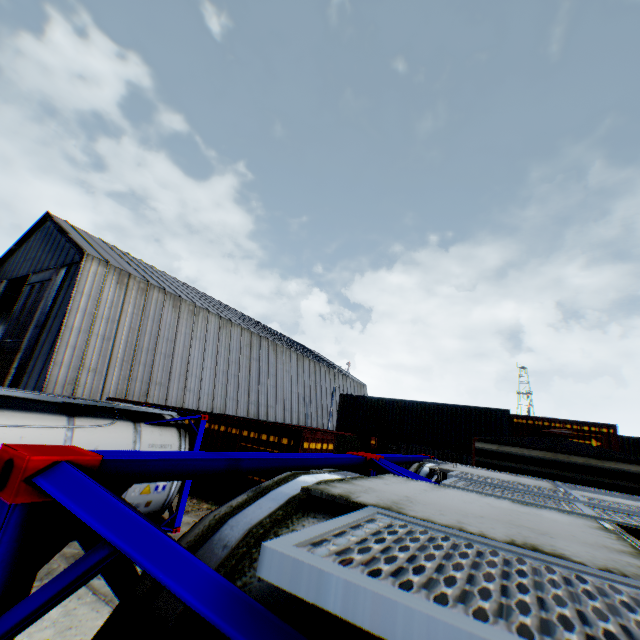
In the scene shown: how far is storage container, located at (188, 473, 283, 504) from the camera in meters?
10.7

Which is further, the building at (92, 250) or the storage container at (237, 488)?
the building at (92, 250)

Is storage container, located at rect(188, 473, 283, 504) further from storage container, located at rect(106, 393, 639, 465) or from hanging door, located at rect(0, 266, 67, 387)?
hanging door, located at rect(0, 266, 67, 387)

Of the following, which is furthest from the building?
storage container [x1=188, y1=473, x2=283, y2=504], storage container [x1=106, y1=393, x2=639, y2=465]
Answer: storage container [x1=106, y1=393, x2=639, y2=465]

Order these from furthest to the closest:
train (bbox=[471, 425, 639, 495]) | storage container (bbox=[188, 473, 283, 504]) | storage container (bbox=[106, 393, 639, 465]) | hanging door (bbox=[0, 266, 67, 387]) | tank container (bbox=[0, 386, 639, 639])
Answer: hanging door (bbox=[0, 266, 67, 387]) → storage container (bbox=[106, 393, 639, 465]) → storage container (bbox=[188, 473, 283, 504]) → train (bbox=[471, 425, 639, 495]) → tank container (bbox=[0, 386, 639, 639])

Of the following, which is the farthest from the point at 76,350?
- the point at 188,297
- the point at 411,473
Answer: the point at 411,473

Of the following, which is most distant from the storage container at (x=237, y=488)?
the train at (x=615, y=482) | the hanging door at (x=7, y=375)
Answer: the hanging door at (x=7, y=375)

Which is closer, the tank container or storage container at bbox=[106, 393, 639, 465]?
the tank container
